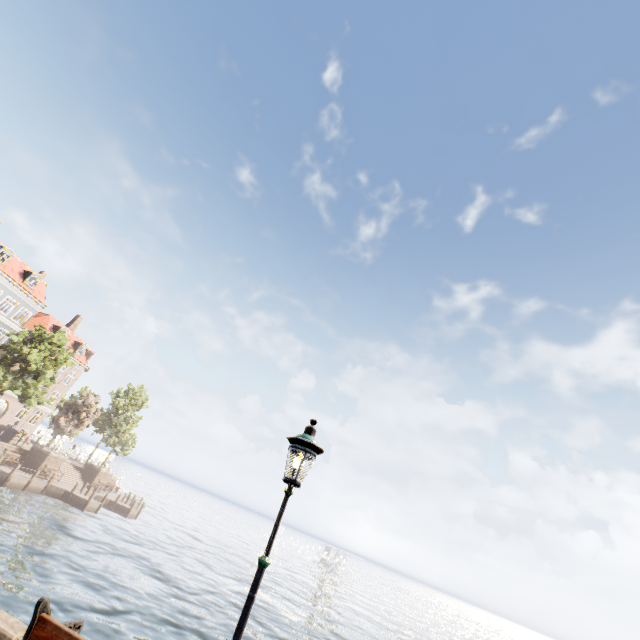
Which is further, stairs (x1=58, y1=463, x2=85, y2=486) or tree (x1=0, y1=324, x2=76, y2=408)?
stairs (x1=58, y1=463, x2=85, y2=486)

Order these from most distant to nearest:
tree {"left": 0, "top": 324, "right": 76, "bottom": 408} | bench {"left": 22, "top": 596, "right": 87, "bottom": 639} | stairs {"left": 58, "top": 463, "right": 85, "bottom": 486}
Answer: stairs {"left": 58, "top": 463, "right": 85, "bottom": 486}, tree {"left": 0, "top": 324, "right": 76, "bottom": 408}, bench {"left": 22, "top": 596, "right": 87, "bottom": 639}

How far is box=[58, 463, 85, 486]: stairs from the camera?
34.6 meters

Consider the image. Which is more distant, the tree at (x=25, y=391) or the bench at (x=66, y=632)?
the tree at (x=25, y=391)

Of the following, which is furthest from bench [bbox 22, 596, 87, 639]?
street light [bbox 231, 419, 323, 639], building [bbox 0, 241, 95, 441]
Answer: building [bbox 0, 241, 95, 441]

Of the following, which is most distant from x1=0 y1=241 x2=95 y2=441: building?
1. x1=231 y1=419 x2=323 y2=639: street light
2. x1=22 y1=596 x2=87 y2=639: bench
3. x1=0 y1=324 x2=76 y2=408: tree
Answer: x1=231 y1=419 x2=323 y2=639: street light

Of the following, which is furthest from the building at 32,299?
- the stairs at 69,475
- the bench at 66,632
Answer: the bench at 66,632

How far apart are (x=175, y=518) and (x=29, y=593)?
48.4m
